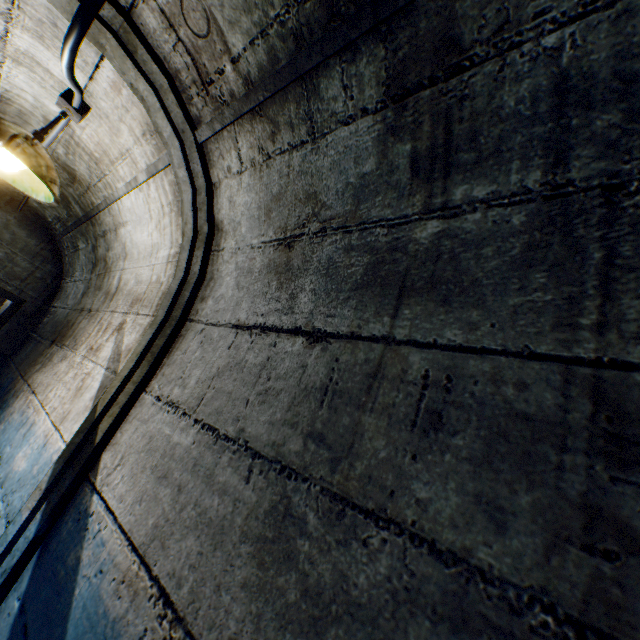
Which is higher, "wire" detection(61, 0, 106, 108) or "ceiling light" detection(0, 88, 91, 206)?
"wire" detection(61, 0, 106, 108)

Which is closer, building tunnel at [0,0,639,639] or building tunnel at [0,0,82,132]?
building tunnel at [0,0,639,639]

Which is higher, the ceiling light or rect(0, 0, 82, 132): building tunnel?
rect(0, 0, 82, 132): building tunnel

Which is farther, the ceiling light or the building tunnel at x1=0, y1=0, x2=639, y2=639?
the ceiling light

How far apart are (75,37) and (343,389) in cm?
124

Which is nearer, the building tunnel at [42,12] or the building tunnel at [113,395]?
the building tunnel at [113,395]

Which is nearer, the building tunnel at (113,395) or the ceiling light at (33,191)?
the building tunnel at (113,395)

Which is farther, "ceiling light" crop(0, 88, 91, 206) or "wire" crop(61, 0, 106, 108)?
"ceiling light" crop(0, 88, 91, 206)
